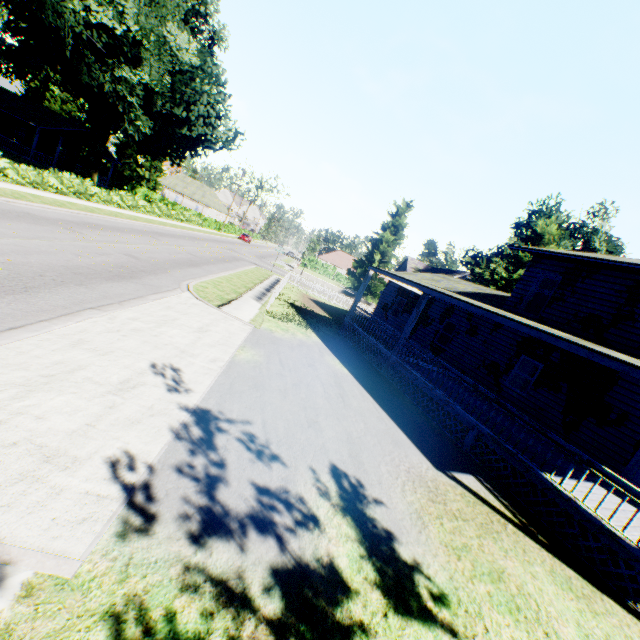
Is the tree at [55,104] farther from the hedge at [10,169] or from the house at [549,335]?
the house at [549,335]

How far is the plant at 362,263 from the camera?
45.3 meters

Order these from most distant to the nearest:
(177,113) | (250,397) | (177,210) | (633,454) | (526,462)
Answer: (177,210), (177,113), (633,454), (526,462), (250,397)

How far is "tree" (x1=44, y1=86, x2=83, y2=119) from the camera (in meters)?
47.56

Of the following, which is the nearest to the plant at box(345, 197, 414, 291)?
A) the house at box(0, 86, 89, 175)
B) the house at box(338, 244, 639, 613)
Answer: the house at box(338, 244, 639, 613)

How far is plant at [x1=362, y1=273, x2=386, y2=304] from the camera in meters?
45.9
